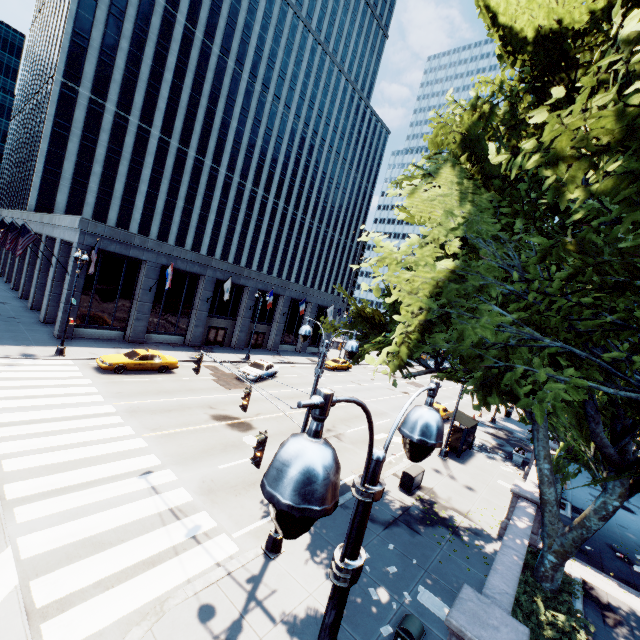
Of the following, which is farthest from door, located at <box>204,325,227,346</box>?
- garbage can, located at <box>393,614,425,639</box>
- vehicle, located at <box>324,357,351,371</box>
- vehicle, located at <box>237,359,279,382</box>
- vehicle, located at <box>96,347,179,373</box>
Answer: garbage can, located at <box>393,614,425,639</box>

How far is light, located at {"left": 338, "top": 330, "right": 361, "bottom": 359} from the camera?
9.2m

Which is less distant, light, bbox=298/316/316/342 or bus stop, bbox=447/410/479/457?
light, bbox=298/316/316/342

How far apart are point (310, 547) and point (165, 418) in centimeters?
1069cm

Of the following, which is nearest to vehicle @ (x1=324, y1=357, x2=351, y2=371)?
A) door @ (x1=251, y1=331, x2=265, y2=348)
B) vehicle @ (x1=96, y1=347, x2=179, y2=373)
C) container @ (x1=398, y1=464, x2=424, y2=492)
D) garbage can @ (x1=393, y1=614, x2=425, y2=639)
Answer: door @ (x1=251, y1=331, x2=265, y2=348)

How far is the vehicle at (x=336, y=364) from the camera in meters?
41.5

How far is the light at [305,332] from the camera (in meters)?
10.34

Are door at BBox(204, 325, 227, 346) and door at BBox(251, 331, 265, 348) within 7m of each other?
yes
